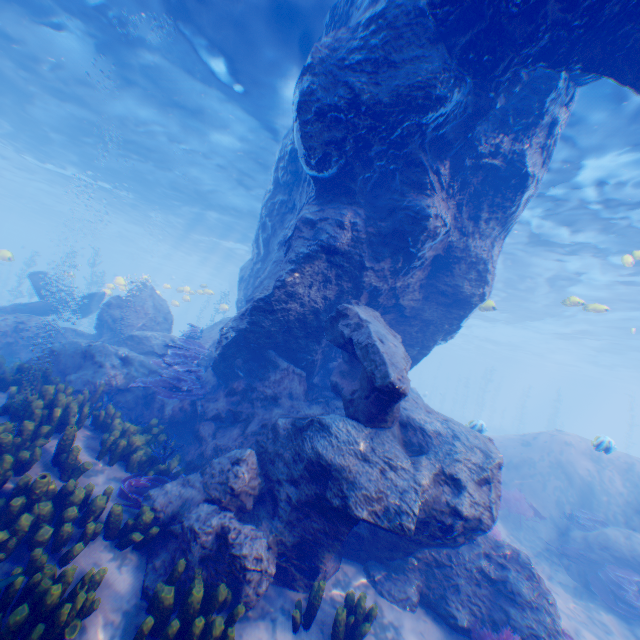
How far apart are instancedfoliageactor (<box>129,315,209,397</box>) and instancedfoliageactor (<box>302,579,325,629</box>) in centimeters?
517cm

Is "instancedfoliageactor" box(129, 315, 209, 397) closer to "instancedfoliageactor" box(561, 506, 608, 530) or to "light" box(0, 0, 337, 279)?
"light" box(0, 0, 337, 279)

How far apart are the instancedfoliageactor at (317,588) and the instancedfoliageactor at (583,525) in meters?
11.0

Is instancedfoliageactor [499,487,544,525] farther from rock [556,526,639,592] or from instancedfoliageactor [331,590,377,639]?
instancedfoliageactor [331,590,377,639]

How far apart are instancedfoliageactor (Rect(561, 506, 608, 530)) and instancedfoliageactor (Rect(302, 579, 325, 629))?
11.01m

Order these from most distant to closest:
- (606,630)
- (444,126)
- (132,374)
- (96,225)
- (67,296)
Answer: (96,225)
(67,296)
(132,374)
(606,630)
(444,126)

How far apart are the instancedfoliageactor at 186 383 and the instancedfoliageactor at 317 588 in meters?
5.2 m

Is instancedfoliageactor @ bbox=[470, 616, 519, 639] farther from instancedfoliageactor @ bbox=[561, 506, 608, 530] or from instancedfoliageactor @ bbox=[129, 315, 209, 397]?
instancedfoliageactor @ bbox=[129, 315, 209, 397]
